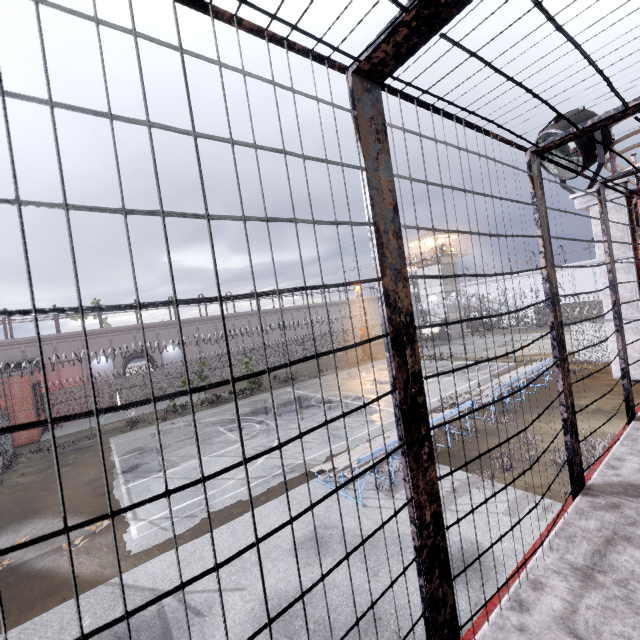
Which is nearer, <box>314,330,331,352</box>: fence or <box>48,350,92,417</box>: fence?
<box>48,350,92,417</box>: fence

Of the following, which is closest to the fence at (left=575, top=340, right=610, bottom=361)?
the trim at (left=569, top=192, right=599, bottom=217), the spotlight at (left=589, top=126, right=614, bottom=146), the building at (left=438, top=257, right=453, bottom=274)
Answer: the trim at (left=569, top=192, right=599, bottom=217)

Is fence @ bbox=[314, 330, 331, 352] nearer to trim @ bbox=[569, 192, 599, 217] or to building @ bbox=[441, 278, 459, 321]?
trim @ bbox=[569, 192, 599, 217]

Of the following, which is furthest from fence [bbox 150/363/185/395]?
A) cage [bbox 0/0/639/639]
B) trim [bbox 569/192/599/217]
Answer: cage [bbox 0/0/639/639]

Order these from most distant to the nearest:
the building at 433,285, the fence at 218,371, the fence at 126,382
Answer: the building at 433,285
the fence at 218,371
the fence at 126,382

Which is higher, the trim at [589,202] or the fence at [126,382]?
the trim at [589,202]

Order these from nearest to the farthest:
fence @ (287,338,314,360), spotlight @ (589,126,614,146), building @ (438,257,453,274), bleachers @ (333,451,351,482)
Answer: spotlight @ (589,126,614,146) < bleachers @ (333,451,351,482) < fence @ (287,338,314,360) < building @ (438,257,453,274)

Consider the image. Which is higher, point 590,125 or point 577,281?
point 590,125
